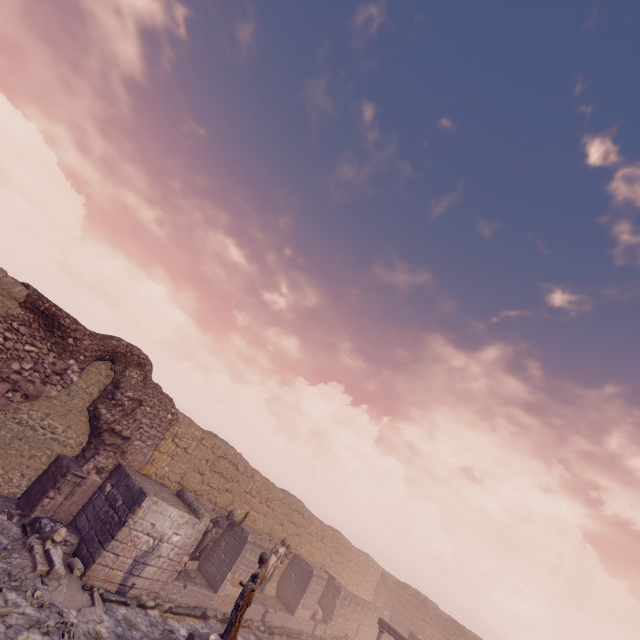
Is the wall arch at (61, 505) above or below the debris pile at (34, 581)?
above

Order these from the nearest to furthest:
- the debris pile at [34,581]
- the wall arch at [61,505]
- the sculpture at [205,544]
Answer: the debris pile at [34,581] < the wall arch at [61,505] < the sculpture at [205,544]

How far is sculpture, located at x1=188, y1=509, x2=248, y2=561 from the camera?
12.9m

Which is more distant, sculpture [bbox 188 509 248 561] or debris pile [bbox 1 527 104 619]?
sculpture [bbox 188 509 248 561]

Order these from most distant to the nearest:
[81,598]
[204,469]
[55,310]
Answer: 1. [204,469]
2. [55,310]
3. [81,598]

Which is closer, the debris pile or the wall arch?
the debris pile

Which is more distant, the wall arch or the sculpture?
the sculpture

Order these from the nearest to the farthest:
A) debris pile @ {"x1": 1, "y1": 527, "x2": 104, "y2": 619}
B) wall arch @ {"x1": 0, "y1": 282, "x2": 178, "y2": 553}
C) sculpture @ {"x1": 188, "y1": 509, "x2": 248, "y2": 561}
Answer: debris pile @ {"x1": 1, "y1": 527, "x2": 104, "y2": 619}
wall arch @ {"x1": 0, "y1": 282, "x2": 178, "y2": 553}
sculpture @ {"x1": 188, "y1": 509, "x2": 248, "y2": 561}
